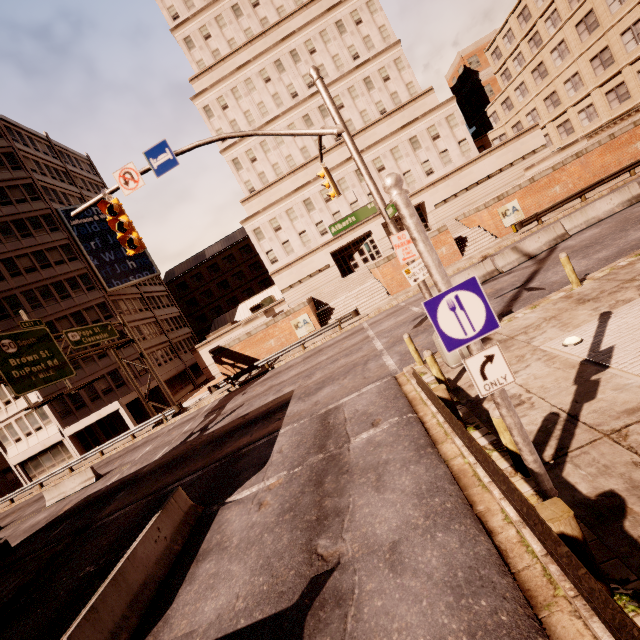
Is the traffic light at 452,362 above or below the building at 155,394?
below

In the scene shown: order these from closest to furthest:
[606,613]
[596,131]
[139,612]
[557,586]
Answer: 1. [606,613]
2. [557,586]
3. [139,612]
4. [596,131]

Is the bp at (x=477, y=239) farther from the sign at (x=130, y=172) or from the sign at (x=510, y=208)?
the sign at (x=130, y=172)

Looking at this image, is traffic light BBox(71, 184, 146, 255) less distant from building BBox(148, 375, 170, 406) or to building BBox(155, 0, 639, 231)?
building BBox(155, 0, 639, 231)

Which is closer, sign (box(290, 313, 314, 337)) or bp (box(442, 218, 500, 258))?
bp (box(442, 218, 500, 258))

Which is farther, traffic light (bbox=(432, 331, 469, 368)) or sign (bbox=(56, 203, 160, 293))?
sign (bbox=(56, 203, 160, 293))

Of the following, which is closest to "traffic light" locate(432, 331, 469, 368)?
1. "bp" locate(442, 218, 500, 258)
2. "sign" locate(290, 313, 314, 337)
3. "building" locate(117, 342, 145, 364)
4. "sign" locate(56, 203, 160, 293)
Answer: "sign" locate(290, 313, 314, 337)

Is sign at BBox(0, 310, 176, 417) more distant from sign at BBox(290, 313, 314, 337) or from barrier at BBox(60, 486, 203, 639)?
sign at BBox(290, 313, 314, 337)
